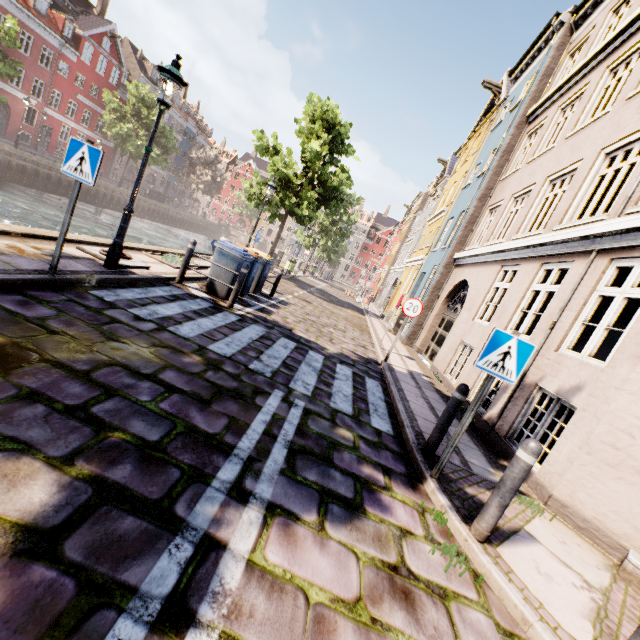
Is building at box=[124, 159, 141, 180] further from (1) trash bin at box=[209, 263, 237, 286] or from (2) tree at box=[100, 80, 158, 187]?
(1) trash bin at box=[209, 263, 237, 286]

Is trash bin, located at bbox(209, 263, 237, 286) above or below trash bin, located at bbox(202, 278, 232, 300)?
above

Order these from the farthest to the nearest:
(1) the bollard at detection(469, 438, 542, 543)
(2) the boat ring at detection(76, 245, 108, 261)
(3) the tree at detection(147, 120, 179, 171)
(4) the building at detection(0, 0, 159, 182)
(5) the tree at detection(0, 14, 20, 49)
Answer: (3) the tree at detection(147, 120, 179, 171)
(4) the building at detection(0, 0, 159, 182)
(5) the tree at detection(0, 14, 20, 49)
(2) the boat ring at detection(76, 245, 108, 261)
(1) the bollard at detection(469, 438, 542, 543)

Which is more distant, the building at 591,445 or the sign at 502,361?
the building at 591,445

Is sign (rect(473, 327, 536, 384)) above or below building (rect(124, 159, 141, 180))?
below

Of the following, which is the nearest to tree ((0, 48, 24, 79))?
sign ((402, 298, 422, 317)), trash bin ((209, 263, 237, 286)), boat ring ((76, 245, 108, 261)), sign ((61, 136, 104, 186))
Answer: sign ((61, 136, 104, 186))

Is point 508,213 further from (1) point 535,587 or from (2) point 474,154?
(1) point 535,587

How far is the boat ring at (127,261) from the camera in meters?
6.6 m
